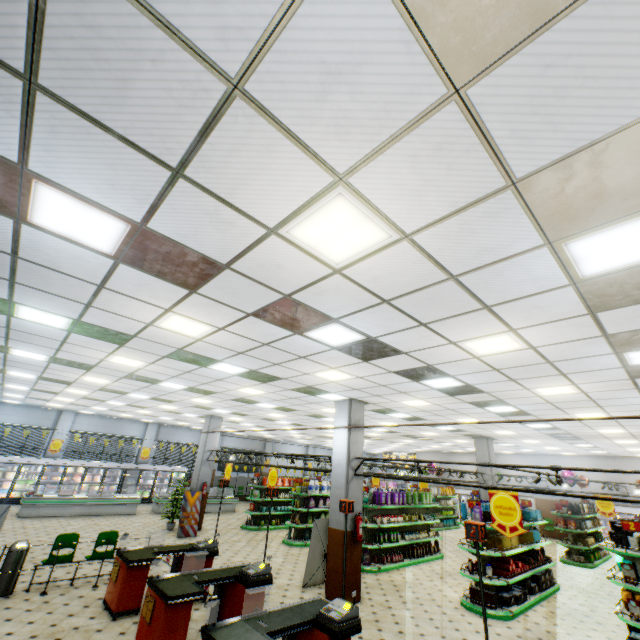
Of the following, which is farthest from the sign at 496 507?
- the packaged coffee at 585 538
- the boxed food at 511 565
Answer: the packaged coffee at 585 538

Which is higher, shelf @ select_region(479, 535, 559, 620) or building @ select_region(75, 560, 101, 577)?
shelf @ select_region(479, 535, 559, 620)

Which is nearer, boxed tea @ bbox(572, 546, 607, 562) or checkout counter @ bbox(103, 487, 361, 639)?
checkout counter @ bbox(103, 487, 361, 639)

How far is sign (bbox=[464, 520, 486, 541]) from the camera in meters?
4.0 m

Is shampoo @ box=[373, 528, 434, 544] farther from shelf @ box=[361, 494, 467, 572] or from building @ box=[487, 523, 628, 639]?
building @ box=[487, 523, 628, 639]

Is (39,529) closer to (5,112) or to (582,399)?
(5,112)

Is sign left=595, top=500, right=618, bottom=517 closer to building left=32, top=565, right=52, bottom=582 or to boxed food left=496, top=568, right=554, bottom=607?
building left=32, top=565, right=52, bottom=582

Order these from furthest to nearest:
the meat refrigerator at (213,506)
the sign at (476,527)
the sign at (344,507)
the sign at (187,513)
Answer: the meat refrigerator at (213,506)
the sign at (187,513)
the sign at (344,507)
the sign at (476,527)
